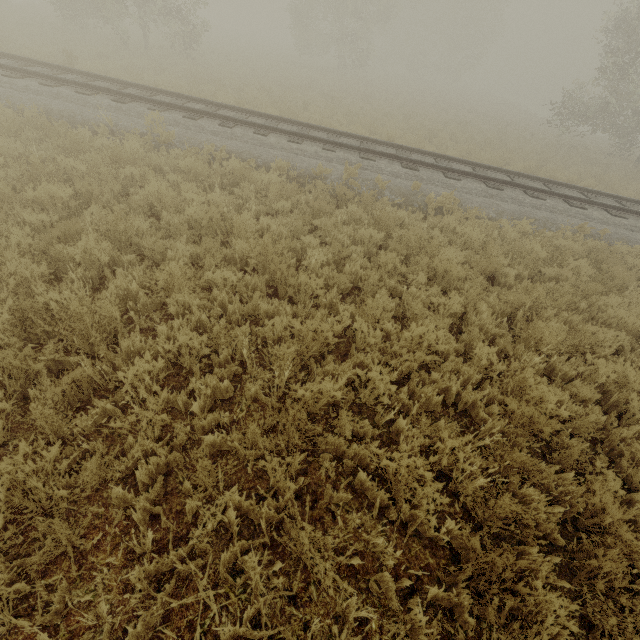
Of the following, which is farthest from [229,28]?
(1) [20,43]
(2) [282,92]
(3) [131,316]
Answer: (3) [131,316]
